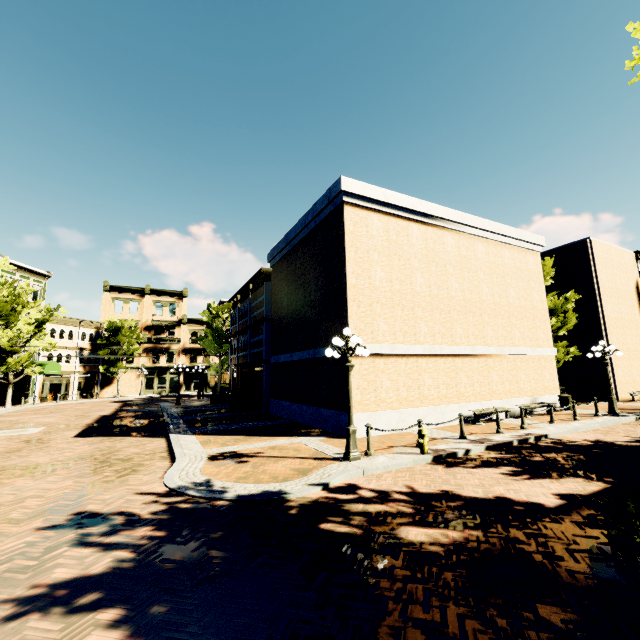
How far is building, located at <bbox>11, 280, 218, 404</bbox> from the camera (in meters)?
36.88

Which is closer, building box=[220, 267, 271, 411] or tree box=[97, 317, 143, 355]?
building box=[220, 267, 271, 411]

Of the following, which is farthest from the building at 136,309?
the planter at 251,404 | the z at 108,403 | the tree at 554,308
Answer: the planter at 251,404

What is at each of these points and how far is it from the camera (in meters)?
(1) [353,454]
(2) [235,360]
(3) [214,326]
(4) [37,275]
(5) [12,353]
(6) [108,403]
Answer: (1) light, 8.79
(2) building, 29.39
(3) tree, 33.44
(4) building, 35.22
(5) tree, 28.62
(6) z, 33.16

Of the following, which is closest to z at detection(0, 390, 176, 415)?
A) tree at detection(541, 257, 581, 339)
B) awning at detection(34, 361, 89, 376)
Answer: tree at detection(541, 257, 581, 339)

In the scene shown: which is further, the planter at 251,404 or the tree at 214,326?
the tree at 214,326

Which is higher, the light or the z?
the light

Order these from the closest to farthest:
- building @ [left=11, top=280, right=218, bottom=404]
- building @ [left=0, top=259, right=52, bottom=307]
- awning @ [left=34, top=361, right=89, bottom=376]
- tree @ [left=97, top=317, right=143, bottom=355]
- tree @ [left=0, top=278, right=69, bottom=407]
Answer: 1. tree @ [left=0, top=278, right=69, bottom=407]
2. awning @ [left=34, top=361, right=89, bottom=376]
3. building @ [left=0, top=259, right=52, bottom=307]
4. building @ [left=11, top=280, right=218, bottom=404]
5. tree @ [left=97, top=317, right=143, bottom=355]
